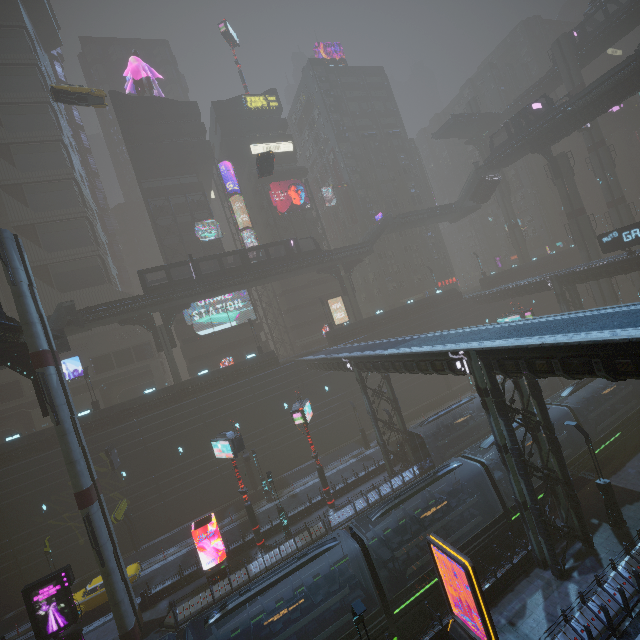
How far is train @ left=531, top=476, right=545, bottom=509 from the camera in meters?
18.8

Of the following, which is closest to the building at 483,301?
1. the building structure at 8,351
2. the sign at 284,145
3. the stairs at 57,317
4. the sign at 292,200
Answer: the sign at 284,145

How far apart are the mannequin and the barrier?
62.6 meters

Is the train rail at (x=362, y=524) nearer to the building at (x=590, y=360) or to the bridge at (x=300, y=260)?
the building at (x=590, y=360)

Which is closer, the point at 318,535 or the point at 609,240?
the point at 318,535

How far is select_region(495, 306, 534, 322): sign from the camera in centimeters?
3632cm

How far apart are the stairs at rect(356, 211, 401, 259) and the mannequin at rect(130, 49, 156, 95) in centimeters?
4057cm

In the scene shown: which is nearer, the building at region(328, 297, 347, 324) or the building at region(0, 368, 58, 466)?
the building at region(0, 368, 58, 466)
